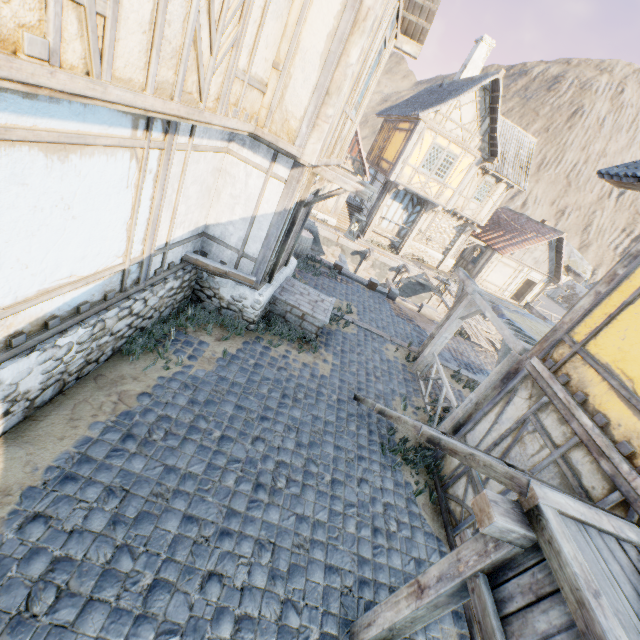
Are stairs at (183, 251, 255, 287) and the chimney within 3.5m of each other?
no

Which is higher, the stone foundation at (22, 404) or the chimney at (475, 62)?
the chimney at (475, 62)

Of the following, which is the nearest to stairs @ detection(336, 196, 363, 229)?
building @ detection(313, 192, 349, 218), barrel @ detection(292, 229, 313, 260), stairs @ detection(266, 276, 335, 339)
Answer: building @ detection(313, 192, 349, 218)

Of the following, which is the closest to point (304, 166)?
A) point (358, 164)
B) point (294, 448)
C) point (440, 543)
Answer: point (294, 448)

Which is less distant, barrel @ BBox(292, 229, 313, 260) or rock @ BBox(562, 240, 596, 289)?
barrel @ BBox(292, 229, 313, 260)

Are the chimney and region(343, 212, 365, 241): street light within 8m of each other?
no

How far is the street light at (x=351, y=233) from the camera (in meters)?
7.04

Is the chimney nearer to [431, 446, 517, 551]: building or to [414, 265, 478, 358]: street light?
[414, 265, 478, 358]: street light
